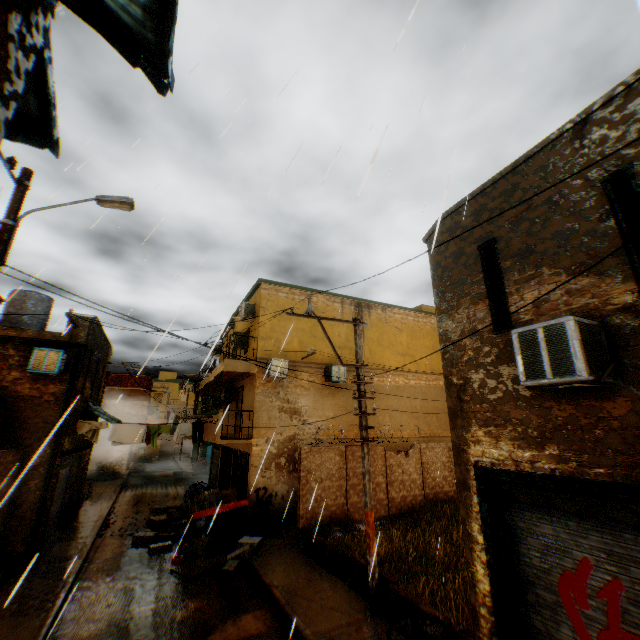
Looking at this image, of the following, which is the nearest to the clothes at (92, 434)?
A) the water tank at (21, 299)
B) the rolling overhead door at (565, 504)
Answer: the rolling overhead door at (565, 504)

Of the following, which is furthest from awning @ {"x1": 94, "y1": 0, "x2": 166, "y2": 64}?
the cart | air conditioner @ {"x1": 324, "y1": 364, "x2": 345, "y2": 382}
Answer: the cart

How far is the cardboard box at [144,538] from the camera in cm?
1146

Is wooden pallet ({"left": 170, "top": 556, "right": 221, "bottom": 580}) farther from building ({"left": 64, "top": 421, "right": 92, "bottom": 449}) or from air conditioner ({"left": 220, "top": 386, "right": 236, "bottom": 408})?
air conditioner ({"left": 220, "top": 386, "right": 236, "bottom": 408})

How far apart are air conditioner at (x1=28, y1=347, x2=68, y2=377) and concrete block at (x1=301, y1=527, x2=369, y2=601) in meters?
3.7 m

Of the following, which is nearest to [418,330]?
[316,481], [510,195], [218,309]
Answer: [316,481]

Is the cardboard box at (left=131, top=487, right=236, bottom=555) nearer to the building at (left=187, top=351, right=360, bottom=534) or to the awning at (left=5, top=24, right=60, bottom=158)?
the building at (left=187, top=351, right=360, bottom=534)

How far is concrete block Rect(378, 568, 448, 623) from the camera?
6.3 meters
